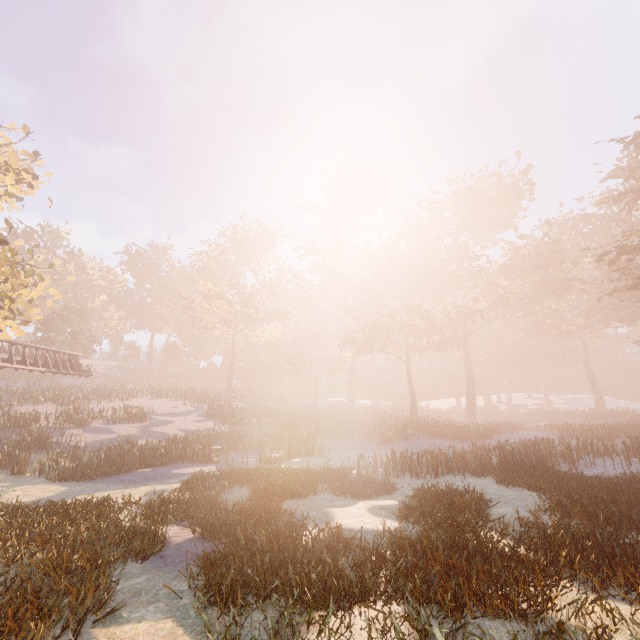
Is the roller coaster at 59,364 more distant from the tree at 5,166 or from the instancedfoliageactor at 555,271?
the instancedfoliageactor at 555,271

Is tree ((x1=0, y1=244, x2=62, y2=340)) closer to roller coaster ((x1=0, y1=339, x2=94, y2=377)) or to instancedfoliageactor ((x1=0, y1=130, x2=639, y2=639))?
roller coaster ((x1=0, y1=339, x2=94, y2=377))

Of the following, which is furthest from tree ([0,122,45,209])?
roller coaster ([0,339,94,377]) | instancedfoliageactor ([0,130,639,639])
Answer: instancedfoliageactor ([0,130,639,639])

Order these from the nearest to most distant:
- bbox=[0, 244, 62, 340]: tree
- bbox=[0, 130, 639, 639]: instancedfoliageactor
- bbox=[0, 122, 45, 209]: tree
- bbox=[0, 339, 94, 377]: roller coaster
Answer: bbox=[0, 130, 639, 639]: instancedfoliageactor < bbox=[0, 244, 62, 340]: tree < bbox=[0, 122, 45, 209]: tree < bbox=[0, 339, 94, 377]: roller coaster

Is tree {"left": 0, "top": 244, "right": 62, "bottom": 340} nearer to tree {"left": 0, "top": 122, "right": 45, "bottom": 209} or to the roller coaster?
the roller coaster

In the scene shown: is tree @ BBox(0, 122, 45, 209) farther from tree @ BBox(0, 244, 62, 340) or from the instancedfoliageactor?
the instancedfoliageactor

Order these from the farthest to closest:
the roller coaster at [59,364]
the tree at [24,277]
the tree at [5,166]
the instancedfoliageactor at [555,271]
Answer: the roller coaster at [59,364] < the tree at [5,166] < the tree at [24,277] < the instancedfoliageactor at [555,271]

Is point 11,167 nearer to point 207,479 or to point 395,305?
point 207,479
